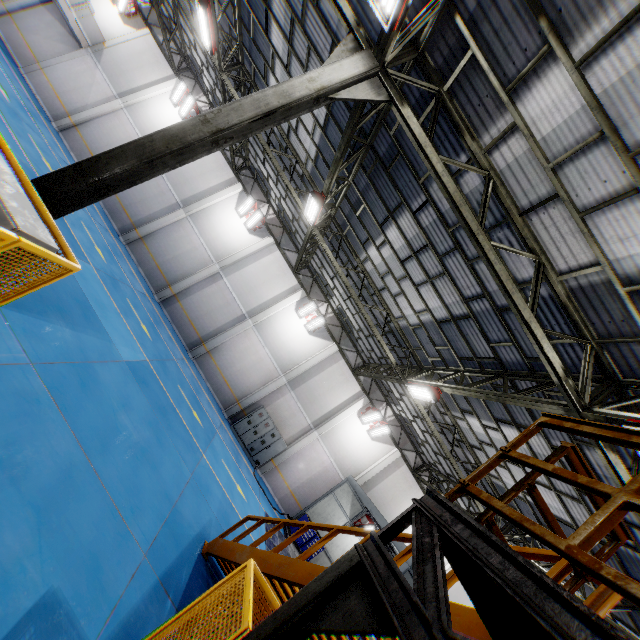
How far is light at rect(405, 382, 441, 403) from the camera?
10.7m

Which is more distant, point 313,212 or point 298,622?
point 313,212

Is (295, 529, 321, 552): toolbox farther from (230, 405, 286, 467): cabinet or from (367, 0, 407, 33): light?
(367, 0, 407, 33): light

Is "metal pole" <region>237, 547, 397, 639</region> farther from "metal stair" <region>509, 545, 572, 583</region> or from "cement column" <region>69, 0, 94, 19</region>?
"cement column" <region>69, 0, 94, 19</region>

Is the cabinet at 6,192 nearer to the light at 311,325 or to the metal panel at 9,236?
the metal panel at 9,236

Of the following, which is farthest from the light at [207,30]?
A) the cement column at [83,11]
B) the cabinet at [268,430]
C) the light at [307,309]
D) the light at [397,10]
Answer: the cabinet at [268,430]

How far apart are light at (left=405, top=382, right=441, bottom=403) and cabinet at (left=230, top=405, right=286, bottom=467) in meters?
9.8 m

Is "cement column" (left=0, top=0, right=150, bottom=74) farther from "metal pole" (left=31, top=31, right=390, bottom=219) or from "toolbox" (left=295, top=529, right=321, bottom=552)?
"toolbox" (left=295, top=529, right=321, bottom=552)
